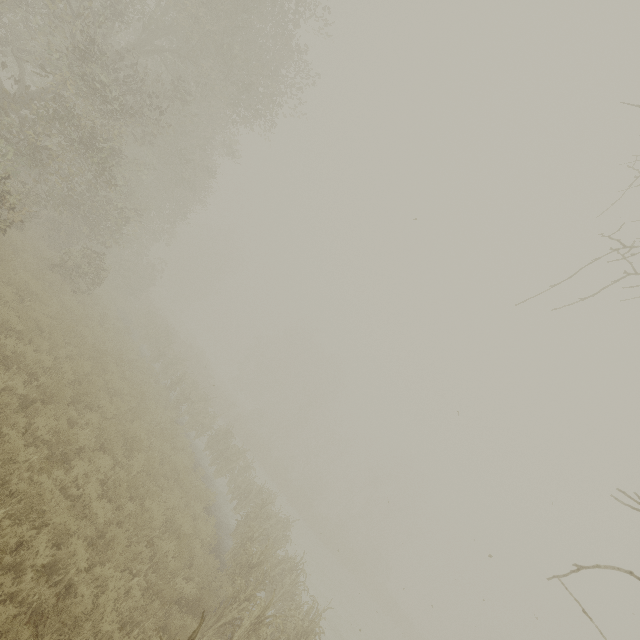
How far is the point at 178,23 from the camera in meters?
15.1
